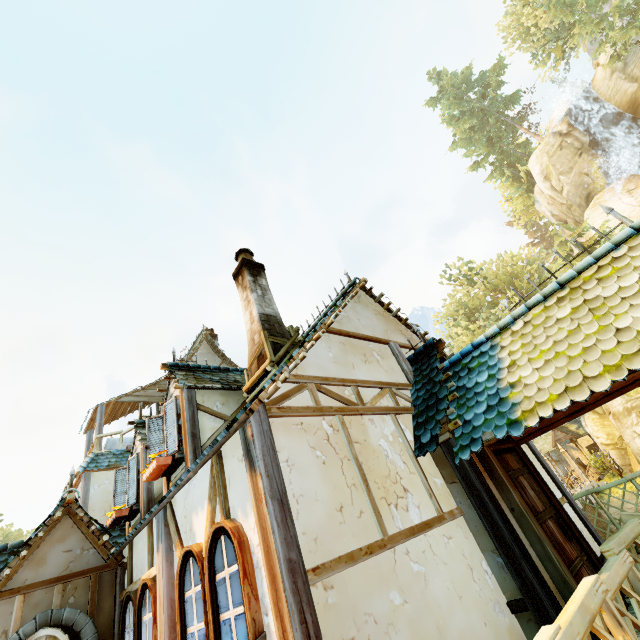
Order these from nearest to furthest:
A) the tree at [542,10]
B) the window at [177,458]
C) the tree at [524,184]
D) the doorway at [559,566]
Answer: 1. the doorway at [559,566]
2. the window at [177,458]
3. the tree at [542,10]
4. the tree at [524,184]

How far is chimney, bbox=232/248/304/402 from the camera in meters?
5.3 m

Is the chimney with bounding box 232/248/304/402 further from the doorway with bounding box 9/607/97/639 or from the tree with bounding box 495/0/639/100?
the tree with bounding box 495/0/639/100

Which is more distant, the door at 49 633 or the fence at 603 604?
the door at 49 633

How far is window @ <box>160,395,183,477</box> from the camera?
5.94m

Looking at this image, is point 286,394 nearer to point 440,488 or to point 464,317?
point 440,488

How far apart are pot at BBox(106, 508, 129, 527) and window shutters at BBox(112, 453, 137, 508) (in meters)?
0.17

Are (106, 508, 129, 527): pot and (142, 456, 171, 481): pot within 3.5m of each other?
yes
